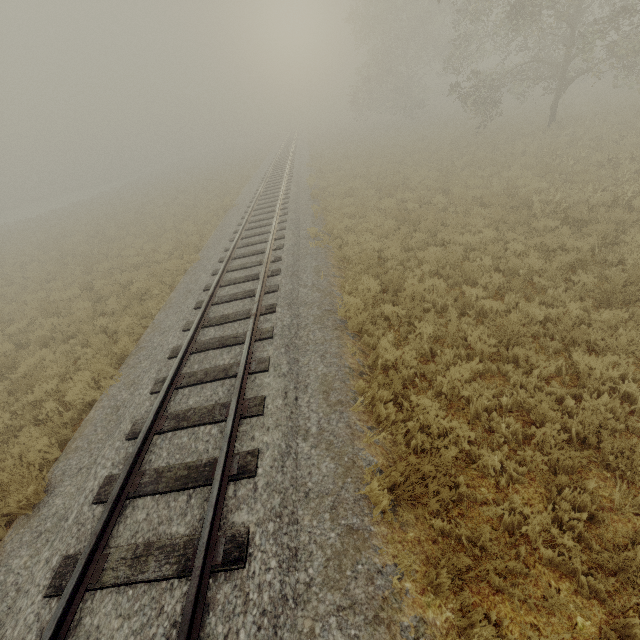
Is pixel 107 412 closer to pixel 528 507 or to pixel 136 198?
pixel 528 507
